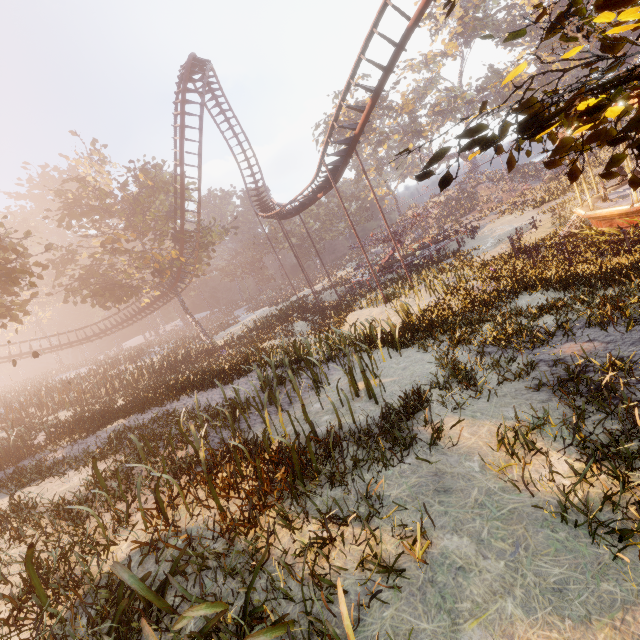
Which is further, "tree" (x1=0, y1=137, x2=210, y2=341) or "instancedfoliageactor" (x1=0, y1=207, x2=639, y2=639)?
"tree" (x1=0, y1=137, x2=210, y2=341)

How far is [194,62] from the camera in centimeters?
2462cm

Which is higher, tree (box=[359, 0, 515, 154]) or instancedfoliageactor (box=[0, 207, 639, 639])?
tree (box=[359, 0, 515, 154])

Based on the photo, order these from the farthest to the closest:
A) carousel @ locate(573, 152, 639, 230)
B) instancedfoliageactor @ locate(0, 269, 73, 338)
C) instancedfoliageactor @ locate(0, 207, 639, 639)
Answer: instancedfoliageactor @ locate(0, 269, 73, 338), carousel @ locate(573, 152, 639, 230), instancedfoliageactor @ locate(0, 207, 639, 639)

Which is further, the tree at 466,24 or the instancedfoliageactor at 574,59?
the tree at 466,24

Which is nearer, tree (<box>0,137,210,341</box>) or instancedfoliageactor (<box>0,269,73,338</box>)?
tree (<box>0,137,210,341</box>)

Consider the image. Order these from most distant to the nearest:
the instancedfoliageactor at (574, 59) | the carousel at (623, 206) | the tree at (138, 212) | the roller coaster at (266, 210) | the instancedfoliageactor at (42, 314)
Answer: the instancedfoliageactor at (42, 314) → the tree at (138, 212) → the roller coaster at (266, 210) → the carousel at (623, 206) → the instancedfoliageactor at (574, 59)

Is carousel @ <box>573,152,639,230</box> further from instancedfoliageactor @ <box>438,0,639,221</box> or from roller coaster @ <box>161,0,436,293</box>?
roller coaster @ <box>161,0,436,293</box>
